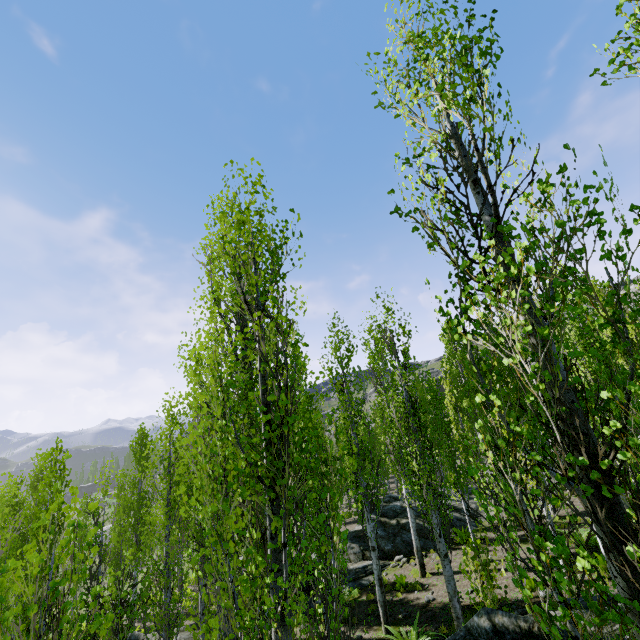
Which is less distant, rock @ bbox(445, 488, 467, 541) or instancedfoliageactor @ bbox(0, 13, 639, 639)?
instancedfoliageactor @ bbox(0, 13, 639, 639)

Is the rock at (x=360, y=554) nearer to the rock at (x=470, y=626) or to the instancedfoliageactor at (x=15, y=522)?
the instancedfoliageactor at (x=15, y=522)

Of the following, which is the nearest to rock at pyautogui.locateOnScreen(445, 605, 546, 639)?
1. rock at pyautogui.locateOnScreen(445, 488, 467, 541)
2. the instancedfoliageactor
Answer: the instancedfoliageactor

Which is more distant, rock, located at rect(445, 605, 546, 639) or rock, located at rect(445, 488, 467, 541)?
rock, located at rect(445, 488, 467, 541)

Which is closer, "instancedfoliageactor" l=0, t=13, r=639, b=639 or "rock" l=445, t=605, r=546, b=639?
"instancedfoliageactor" l=0, t=13, r=639, b=639

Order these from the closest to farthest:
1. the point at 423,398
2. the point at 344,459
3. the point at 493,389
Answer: the point at 493,389, the point at 423,398, the point at 344,459

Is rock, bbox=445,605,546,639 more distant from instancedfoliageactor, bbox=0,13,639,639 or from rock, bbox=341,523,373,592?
rock, bbox=341,523,373,592

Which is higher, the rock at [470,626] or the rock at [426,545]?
the rock at [470,626]
